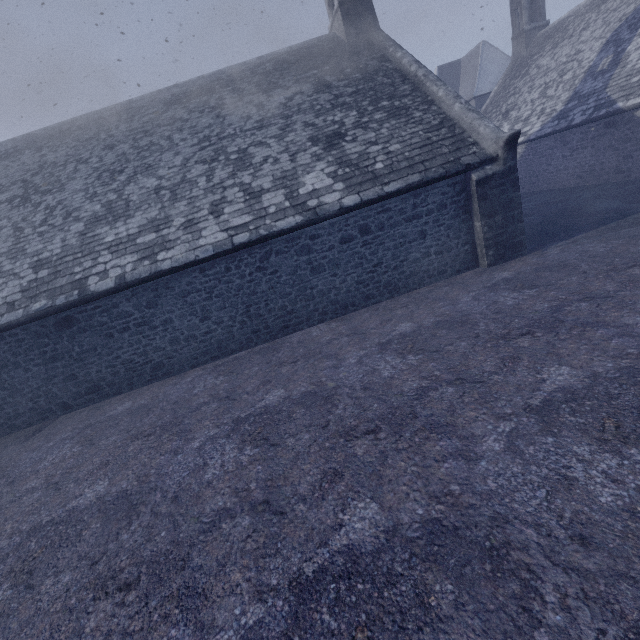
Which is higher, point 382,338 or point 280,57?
point 280,57
